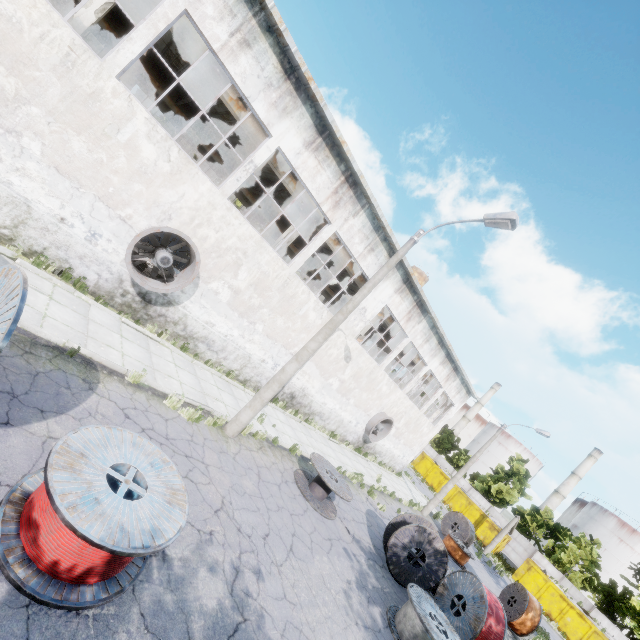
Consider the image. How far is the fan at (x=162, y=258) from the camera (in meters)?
9.98

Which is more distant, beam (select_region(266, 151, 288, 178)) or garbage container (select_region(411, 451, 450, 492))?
garbage container (select_region(411, 451, 450, 492))

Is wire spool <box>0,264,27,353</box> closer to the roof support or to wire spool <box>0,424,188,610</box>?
wire spool <box>0,424,188,610</box>

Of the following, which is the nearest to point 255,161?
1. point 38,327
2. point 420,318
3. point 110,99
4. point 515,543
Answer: point 110,99

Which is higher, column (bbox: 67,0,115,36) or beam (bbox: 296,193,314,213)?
beam (bbox: 296,193,314,213)

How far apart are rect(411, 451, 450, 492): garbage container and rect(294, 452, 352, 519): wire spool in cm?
3214

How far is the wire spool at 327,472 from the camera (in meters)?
10.66

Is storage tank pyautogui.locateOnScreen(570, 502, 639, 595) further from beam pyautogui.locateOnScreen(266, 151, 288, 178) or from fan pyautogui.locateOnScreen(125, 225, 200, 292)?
fan pyautogui.locateOnScreen(125, 225, 200, 292)
